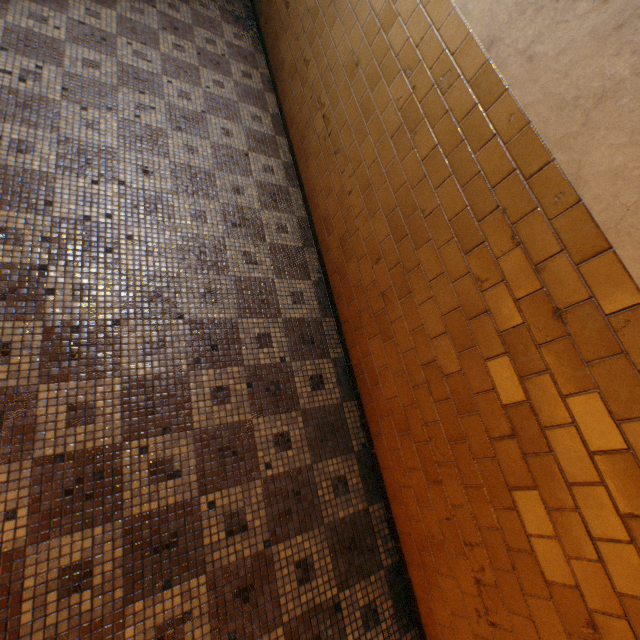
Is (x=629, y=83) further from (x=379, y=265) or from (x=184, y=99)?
(x=184, y=99)
